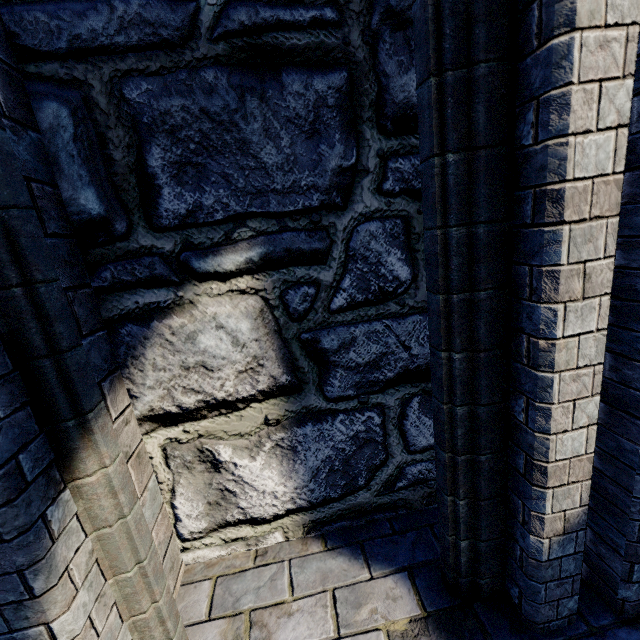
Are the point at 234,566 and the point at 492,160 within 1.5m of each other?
no
